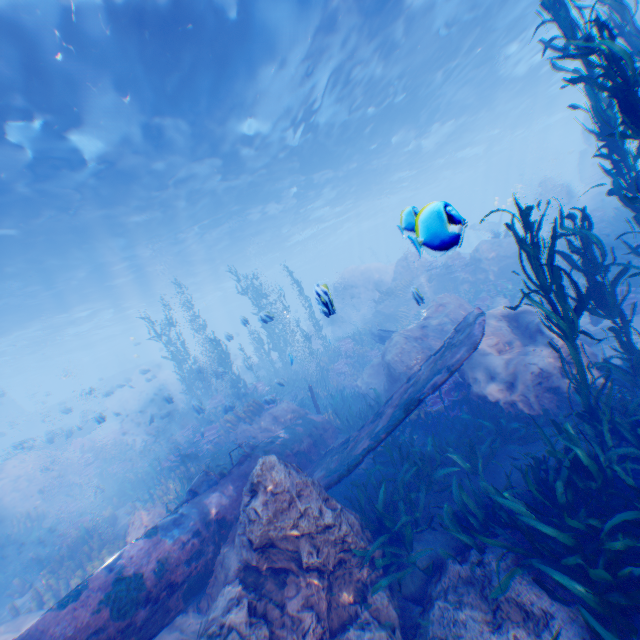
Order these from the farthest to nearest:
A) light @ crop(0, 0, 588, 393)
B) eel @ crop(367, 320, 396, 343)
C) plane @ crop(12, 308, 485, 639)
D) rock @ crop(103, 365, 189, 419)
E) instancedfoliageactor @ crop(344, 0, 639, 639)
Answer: rock @ crop(103, 365, 189, 419), eel @ crop(367, 320, 396, 343), light @ crop(0, 0, 588, 393), plane @ crop(12, 308, 485, 639), instancedfoliageactor @ crop(344, 0, 639, 639)

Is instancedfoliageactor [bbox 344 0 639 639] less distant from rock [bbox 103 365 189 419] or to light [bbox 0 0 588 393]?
rock [bbox 103 365 189 419]

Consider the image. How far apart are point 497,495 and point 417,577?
1.9m

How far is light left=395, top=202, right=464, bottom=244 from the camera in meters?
2.0

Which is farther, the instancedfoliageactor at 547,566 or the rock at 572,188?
the rock at 572,188

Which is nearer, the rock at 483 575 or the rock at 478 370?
the rock at 483 575

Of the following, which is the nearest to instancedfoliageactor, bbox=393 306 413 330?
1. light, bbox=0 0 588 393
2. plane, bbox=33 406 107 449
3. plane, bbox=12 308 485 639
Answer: plane, bbox=12 308 485 639
